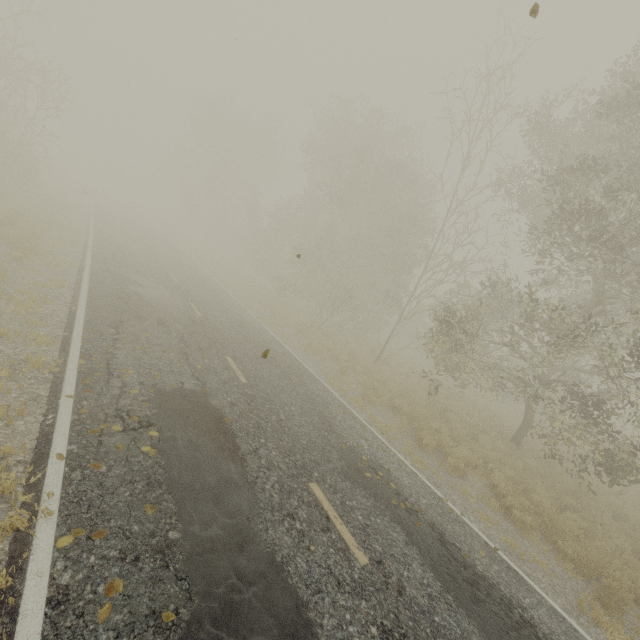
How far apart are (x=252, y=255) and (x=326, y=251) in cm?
947

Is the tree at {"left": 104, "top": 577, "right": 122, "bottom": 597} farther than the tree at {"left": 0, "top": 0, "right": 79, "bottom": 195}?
No

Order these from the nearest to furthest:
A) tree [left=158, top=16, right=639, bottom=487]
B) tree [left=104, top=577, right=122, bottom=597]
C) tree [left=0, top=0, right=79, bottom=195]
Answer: tree [left=104, top=577, right=122, bottom=597]
tree [left=158, top=16, right=639, bottom=487]
tree [left=0, top=0, right=79, bottom=195]

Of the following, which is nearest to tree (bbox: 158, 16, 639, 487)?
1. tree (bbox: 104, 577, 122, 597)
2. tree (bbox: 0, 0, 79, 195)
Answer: tree (bbox: 104, 577, 122, 597)

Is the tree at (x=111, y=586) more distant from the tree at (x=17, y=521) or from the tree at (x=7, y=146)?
the tree at (x=7, y=146)

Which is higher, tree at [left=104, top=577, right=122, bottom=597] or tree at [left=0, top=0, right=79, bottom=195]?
tree at [left=0, top=0, right=79, bottom=195]

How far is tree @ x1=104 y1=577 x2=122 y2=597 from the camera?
3.0 meters

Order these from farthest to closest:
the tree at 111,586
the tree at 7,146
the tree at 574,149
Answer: the tree at 7,146 → the tree at 574,149 → the tree at 111,586
